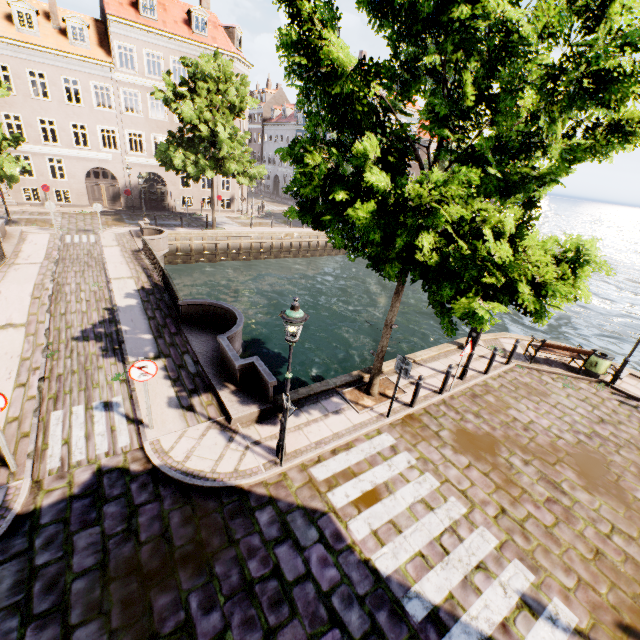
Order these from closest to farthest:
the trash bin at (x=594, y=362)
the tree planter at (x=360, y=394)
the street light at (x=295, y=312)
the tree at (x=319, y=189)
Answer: the tree at (x=319, y=189), the street light at (x=295, y=312), the tree planter at (x=360, y=394), the trash bin at (x=594, y=362)

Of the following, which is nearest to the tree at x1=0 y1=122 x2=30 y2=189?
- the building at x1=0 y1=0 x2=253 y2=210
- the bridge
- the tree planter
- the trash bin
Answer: the tree planter

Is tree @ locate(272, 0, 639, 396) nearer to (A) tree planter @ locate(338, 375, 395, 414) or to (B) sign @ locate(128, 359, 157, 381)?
(A) tree planter @ locate(338, 375, 395, 414)

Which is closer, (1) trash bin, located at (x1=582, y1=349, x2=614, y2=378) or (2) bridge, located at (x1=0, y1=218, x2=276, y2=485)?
(2) bridge, located at (x1=0, y1=218, x2=276, y2=485)

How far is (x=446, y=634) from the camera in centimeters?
488cm

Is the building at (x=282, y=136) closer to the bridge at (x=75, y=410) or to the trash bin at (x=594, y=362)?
the bridge at (x=75, y=410)

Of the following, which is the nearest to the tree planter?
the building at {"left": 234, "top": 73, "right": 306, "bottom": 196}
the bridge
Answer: the bridge

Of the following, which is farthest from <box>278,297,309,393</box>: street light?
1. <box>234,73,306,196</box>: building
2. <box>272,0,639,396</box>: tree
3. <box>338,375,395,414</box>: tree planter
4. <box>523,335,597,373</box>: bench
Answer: <box>234,73,306,196</box>: building
